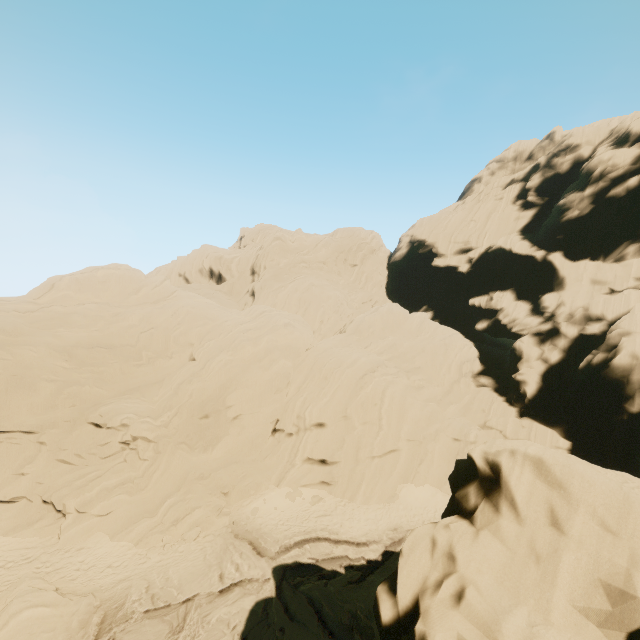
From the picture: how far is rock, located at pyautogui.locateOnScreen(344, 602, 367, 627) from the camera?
14.3 meters

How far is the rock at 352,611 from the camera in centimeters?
1426cm

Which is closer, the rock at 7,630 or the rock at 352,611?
the rock at 7,630

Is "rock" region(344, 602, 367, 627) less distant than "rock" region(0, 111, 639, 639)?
No

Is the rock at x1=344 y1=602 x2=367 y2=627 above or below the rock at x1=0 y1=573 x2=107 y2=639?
below

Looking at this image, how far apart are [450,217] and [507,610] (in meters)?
46.71

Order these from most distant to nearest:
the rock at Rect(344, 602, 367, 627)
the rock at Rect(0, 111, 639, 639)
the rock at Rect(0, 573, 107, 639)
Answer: the rock at Rect(344, 602, 367, 627), the rock at Rect(0, 573, 107, 639), the rock at Rect(0, 111, 639, 639)
